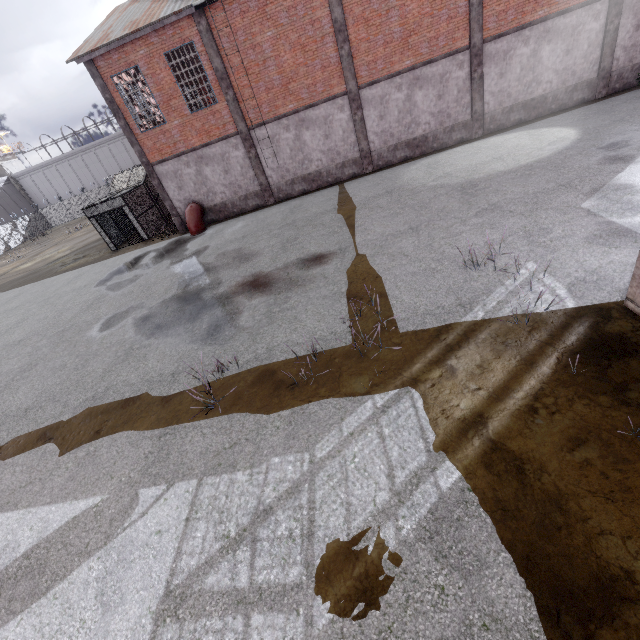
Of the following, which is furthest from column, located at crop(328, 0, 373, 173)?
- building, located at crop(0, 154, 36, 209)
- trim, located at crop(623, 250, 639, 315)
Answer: building, located at crop(0, 154, 36, 209)

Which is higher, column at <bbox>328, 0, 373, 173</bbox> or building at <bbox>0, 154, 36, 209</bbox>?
building at <bbox>0, 154, 36, 209</bbox>

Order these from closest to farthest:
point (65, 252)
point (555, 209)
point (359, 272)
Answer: point (555, 209) → point (359, 272) → point (65, 252)

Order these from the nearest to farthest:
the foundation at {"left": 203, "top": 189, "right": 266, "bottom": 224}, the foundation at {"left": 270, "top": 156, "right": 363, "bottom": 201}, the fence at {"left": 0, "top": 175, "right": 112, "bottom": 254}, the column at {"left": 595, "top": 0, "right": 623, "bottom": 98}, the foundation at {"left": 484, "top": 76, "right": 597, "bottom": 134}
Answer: the column at {"left": 595, "top": 0, "right": 623, "bottom": 98} → the foundation at {"left": 484, "top": 76, "right": 597, "bottom": 134} → the foundation at {"left": 270, "top": 156, "right": 363, "bottom": 201} → the foundation at {"left": 203, "top": 189, "right": 266, "bottom": 224} → the fence at {"left": 0, "top": 175, "right": 112, "bottom": 254}

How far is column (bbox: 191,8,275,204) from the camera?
14.68m

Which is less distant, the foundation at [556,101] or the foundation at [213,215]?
the foundation at [556,101]

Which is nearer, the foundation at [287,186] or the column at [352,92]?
the column at [352,92]

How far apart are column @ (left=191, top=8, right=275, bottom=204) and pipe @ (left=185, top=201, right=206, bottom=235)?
3.68m
